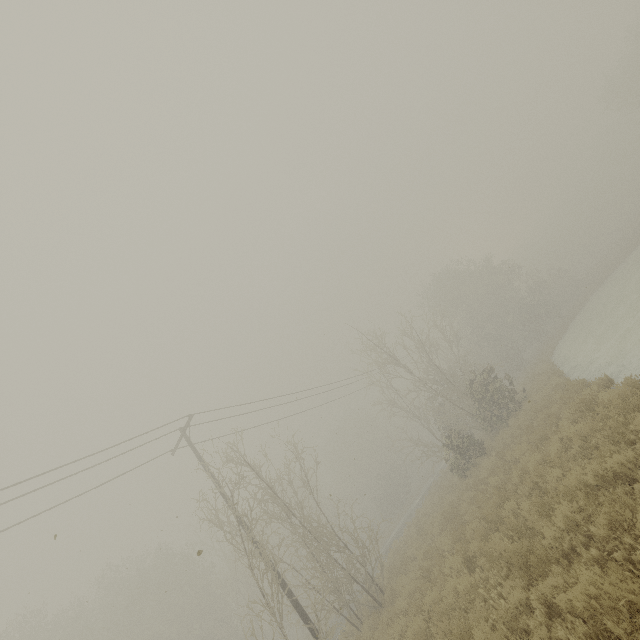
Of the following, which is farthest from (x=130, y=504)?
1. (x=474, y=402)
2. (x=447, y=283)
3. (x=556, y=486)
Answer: (x=447, y=283)
